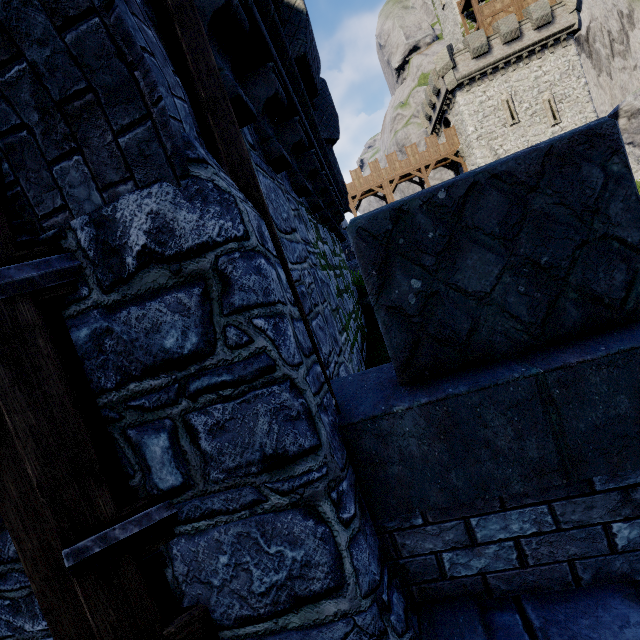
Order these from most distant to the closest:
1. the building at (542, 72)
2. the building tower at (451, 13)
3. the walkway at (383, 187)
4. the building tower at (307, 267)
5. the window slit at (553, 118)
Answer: the walkway at (383, 187), the building tower at (451, 13), the window slit at (553, 118), the building at (542, 72), the building tower at (307, 267)

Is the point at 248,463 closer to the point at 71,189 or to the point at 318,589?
the point at 318,589

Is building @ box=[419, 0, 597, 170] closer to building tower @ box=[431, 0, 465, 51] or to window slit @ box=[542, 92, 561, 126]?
window slit @ box=[542, 92, 561, 126]

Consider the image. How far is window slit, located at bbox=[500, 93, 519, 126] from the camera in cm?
2827

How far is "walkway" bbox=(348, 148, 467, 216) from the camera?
32.7m

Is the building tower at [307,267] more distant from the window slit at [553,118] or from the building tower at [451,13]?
the building tower at [451,13]

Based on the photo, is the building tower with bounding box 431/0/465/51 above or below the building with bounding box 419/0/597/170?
above

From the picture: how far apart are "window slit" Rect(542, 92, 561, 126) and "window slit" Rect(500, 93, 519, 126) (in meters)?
1.95
